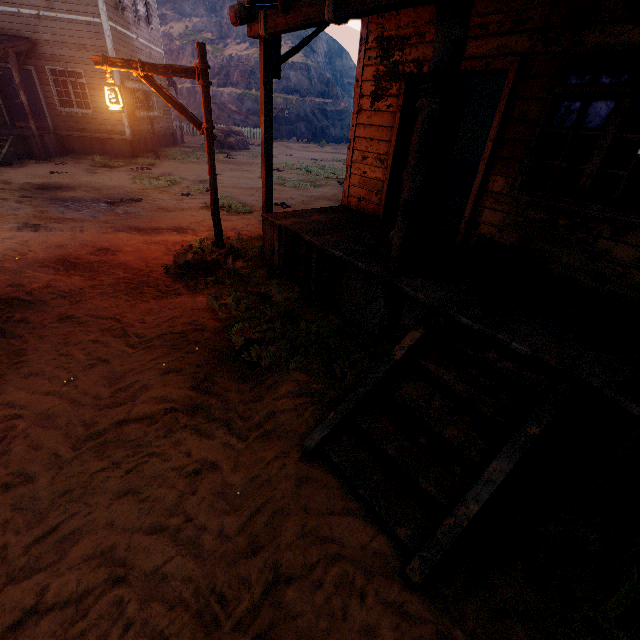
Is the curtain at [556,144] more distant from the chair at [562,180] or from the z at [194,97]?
the z at [194,97]

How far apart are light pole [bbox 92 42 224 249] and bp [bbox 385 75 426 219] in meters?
3.2

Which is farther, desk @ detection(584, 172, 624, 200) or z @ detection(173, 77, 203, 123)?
z @ detection(173, 77, 203, 123)

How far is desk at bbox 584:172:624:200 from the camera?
9.1m

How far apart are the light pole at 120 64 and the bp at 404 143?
3.2 meters

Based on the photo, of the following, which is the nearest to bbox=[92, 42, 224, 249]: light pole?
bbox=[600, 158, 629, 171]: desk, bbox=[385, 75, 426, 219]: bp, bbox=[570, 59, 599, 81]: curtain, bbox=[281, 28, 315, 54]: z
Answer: bbox=[385, 75, 426, 219]: bp

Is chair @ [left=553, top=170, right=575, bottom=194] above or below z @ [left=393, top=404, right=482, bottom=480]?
above

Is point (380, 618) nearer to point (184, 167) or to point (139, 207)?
point (139, 207)
